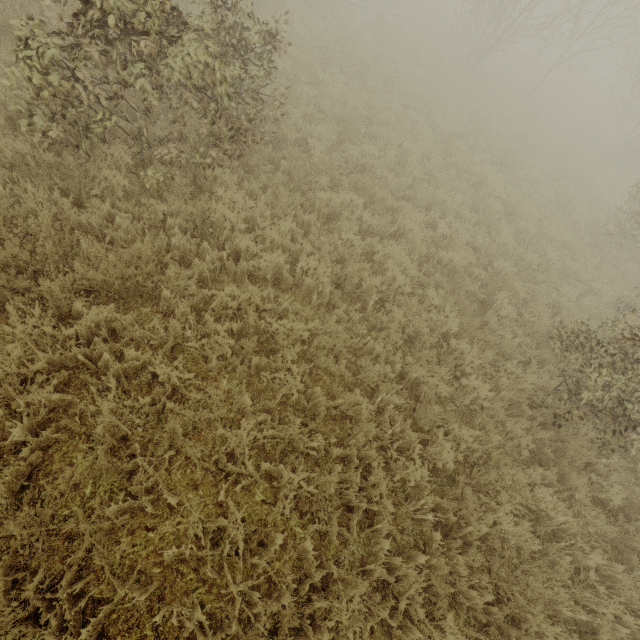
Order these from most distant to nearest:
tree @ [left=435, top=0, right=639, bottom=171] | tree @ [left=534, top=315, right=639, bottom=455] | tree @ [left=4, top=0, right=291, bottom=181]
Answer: tree @ [left=435, top=0, right=639, bottom=171] → tree @ [left=534, top=315, right=639, bottom=455] → tree @ [left=4, top=0, right=291, bottom=181]

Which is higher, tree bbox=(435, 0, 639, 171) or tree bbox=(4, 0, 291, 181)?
tree bbox=(435, 0, 639, 171)

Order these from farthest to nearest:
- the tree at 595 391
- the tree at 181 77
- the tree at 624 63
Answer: the tree at 624 63
the tree at 595 391
the tree at 181 77

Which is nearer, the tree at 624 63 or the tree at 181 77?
the tree at 181 77

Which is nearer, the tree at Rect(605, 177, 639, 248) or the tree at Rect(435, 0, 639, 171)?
the tree at Rect(605, 177, 639, 248)

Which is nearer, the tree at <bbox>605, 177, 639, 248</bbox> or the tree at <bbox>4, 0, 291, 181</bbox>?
the tree at <bbox>4, 0, 291, 181</bbox>

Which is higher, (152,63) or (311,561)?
(152,63)
